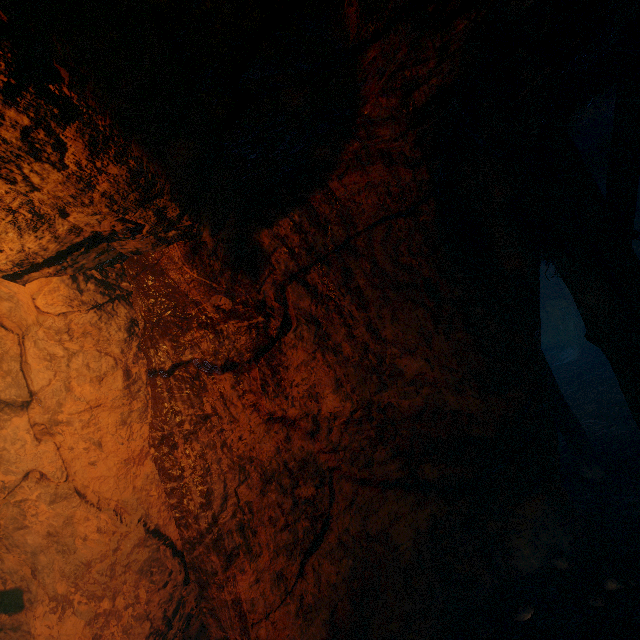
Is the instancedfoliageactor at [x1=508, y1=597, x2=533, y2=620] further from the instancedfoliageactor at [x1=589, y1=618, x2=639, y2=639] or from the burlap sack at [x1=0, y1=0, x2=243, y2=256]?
the burlap sack at [x1=0, y1=0, x2=243, y2=256]

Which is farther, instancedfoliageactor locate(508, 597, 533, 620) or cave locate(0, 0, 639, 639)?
instancedfoliageactor locate(508, 597, 533, 620)

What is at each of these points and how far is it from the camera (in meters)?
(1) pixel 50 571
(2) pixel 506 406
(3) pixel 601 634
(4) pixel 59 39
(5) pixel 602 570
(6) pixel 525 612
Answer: (1) burlap sack, 3.07
(2) cave, 3.09
(3) instancedfoliageactor, 2.49
(4) burlap sack, 1.14
(5) instancedfoliageactor, 3.00
(6) instancedfoliageactor, 2.98

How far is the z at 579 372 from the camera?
8.06m

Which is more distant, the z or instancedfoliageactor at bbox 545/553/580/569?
the z

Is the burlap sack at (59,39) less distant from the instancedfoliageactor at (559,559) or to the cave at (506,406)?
the cave at (506,406)

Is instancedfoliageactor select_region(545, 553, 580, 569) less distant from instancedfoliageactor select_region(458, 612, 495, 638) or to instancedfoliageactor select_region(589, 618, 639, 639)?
instancedfoliageactor select_region(589, 618, 639, 639)

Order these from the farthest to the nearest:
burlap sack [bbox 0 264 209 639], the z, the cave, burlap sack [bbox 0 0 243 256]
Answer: the z < burlap sack [bbox 0 264 209 639] < the cave < burlap sack [bbox 0 0 243 256]
